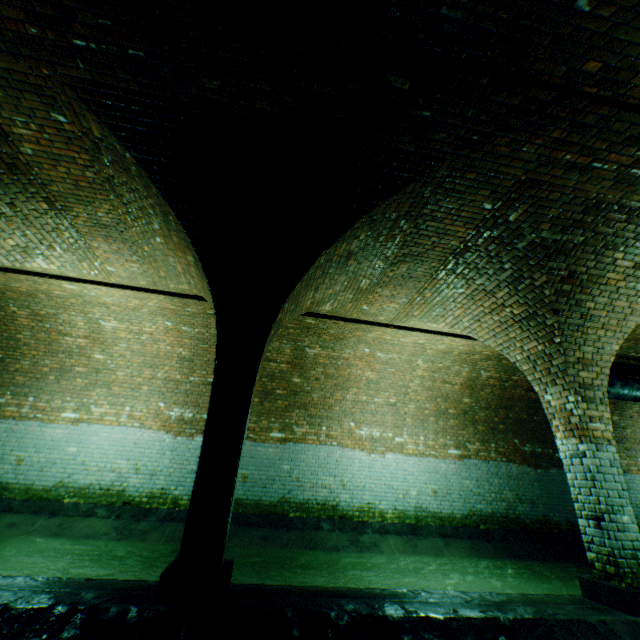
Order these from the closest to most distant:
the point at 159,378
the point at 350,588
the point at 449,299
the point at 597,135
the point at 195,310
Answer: the point at 597,135 < the point at 350,588 < the point at 449,299 < the point at 195,310 < the point at 159,378

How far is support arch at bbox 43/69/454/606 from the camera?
3.2m

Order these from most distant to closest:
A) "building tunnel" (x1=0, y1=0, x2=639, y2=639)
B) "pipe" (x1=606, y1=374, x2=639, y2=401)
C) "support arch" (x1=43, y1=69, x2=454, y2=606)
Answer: "pipe" (x1=606, y1=374, x2=639, y2=401), "support arch" (x1=43, y1=69, x2=454, y2=606), "building tunnel" (x1=0, y1=0, x2=639, y2=639)

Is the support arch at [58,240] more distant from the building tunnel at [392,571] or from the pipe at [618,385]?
the pipe at [618,385]

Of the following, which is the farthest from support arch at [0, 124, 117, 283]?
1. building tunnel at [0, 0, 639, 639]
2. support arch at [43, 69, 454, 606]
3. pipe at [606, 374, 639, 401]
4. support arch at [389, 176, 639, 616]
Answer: pipe at [606, 374, 639, 401]

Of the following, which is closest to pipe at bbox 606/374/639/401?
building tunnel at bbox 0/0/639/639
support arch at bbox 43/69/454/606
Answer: building tunnel at bbox 0/0/639/639

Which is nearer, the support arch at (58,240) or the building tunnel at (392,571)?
the building tunnel at (392,571)

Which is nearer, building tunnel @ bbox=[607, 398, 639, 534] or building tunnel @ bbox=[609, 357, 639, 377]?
building tunnel @ bbox=[609, 357, 639, 377]
